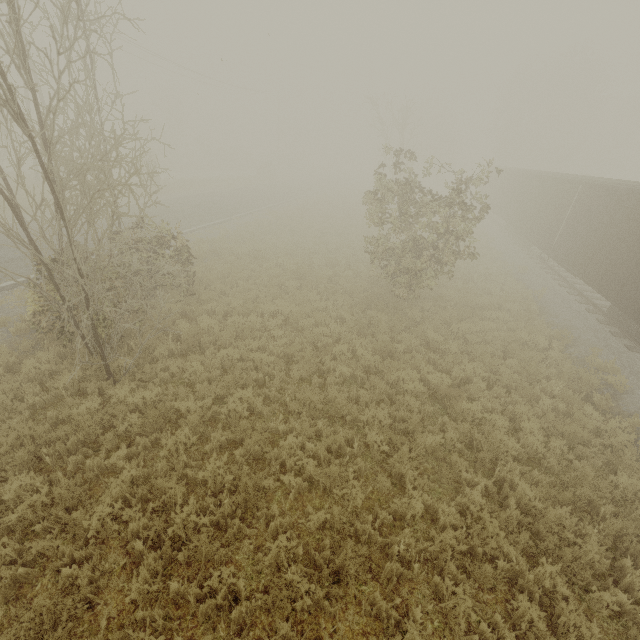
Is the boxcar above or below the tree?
below

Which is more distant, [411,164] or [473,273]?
[411,164]

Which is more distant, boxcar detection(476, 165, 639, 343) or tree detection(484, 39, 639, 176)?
tree detection(484, 39, 639, 176)

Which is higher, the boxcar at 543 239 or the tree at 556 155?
the tree at 556 155

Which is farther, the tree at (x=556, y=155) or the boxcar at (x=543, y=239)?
the tree at (x=556, y=155)
